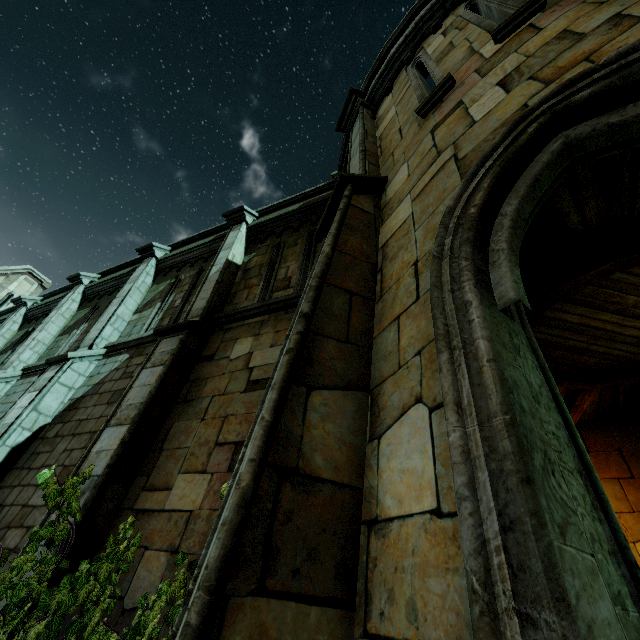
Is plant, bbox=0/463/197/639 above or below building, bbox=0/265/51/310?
below

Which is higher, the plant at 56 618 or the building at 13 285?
the building at 13 285

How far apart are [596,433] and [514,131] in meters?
9.3

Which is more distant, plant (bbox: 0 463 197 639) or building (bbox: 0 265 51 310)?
building (bbox: 0 265 51 310)

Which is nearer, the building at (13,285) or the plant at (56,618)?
the plant at (56,618)
